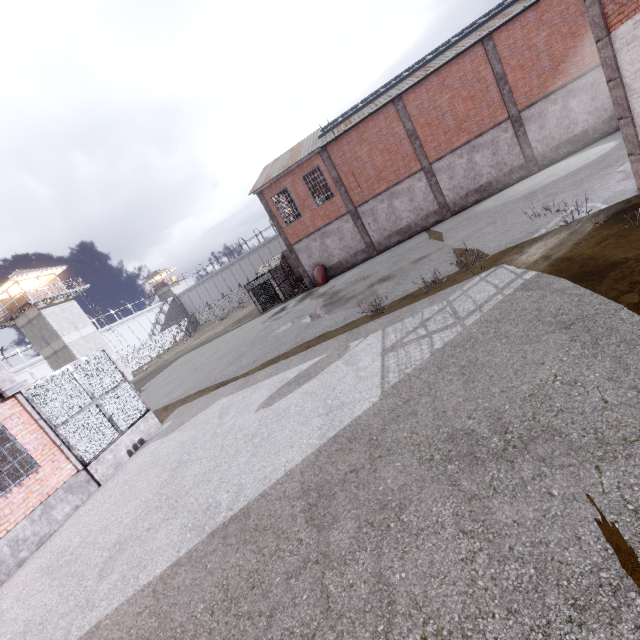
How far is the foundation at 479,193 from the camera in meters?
22.0

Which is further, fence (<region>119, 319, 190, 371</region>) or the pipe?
fence (<region>119, 319, 190, 371</region>)

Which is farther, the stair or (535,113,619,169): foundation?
(535,113,619,169): foundation

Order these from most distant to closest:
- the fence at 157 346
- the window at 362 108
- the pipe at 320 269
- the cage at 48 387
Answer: the fence at 157 346 → the pipe at 320 269 → the window at 362 108 → the cage at 48 387

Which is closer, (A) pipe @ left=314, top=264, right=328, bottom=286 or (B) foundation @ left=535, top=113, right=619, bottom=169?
(B) foundation @ left=535, top=113, right=619, bottom=169

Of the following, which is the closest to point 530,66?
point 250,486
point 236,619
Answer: point 250,486

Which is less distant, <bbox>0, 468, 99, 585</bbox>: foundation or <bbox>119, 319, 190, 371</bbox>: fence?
<bbox>0, 468, 99, 585</bbox>: foundation

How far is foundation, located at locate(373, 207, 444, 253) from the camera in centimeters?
2392cm
